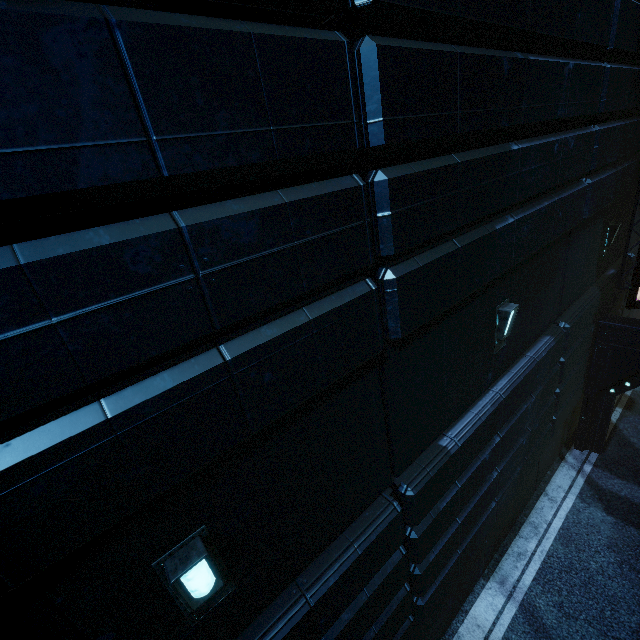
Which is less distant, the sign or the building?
the building

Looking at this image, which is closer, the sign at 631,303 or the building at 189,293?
the building at 189,293

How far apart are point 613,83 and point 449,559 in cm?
920
